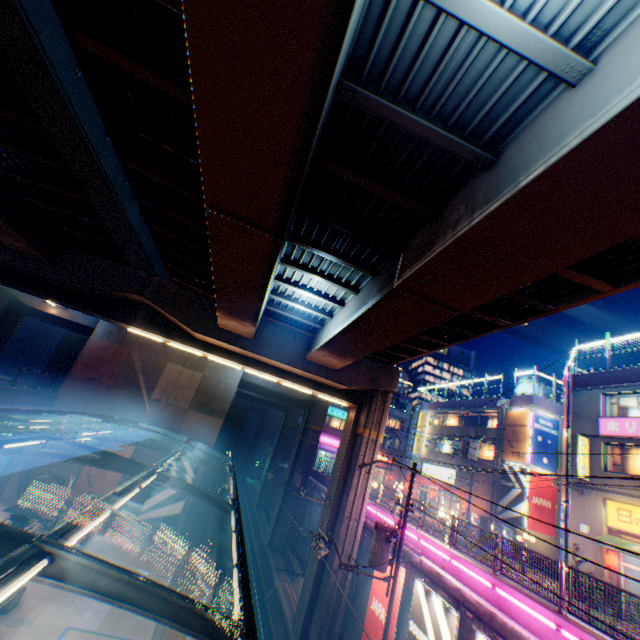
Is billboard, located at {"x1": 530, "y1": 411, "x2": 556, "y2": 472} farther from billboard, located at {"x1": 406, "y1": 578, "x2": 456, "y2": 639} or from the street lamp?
billboard, located at {"x1": 406, "y1": 578, "x2": 456, "y2": 639}

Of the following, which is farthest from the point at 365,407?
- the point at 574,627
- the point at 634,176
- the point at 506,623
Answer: the point at 634,176

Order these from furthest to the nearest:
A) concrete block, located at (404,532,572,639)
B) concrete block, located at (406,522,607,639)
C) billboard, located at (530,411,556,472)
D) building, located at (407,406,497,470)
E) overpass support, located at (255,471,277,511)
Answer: overpass support, located at (255,471,277,511) → building, located at (407,406,497,470) → billboard, located at (530,411,556,472) → concrete block, located at (404,532,572,639) → concrete block, located at (406,522,607,639)

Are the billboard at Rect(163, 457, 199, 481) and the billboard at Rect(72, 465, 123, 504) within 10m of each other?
yes

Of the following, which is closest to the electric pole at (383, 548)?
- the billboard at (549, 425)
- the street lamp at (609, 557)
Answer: the street lamp at (609, 557)

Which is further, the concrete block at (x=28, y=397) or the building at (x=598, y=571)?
the concrete block at (x=28, y=397)

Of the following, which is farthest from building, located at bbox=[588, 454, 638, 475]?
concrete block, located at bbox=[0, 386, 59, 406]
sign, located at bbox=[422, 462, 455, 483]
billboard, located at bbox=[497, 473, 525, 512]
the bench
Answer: concrete block, located at bbox=[0, 386, 59, 406]

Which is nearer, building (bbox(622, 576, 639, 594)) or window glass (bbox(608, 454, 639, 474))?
building (bbox(622, 576, 639, 594))
